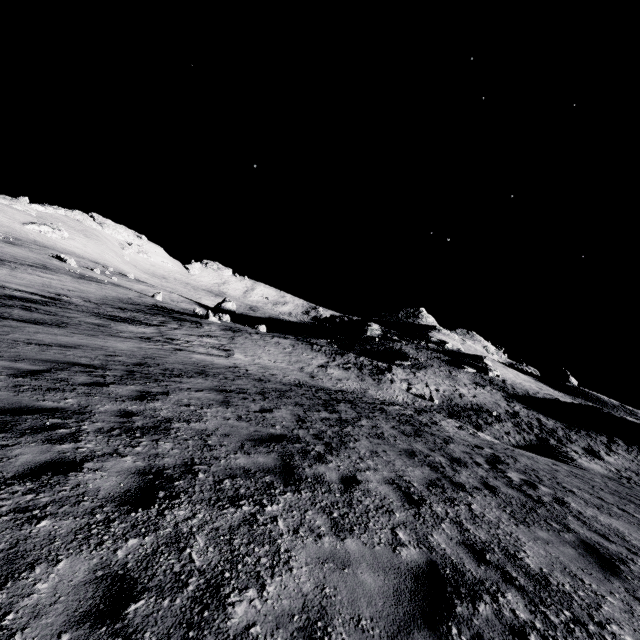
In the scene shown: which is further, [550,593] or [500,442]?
[500,442]

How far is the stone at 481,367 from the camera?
46.8 meters

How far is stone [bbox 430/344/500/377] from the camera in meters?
46.8 m
